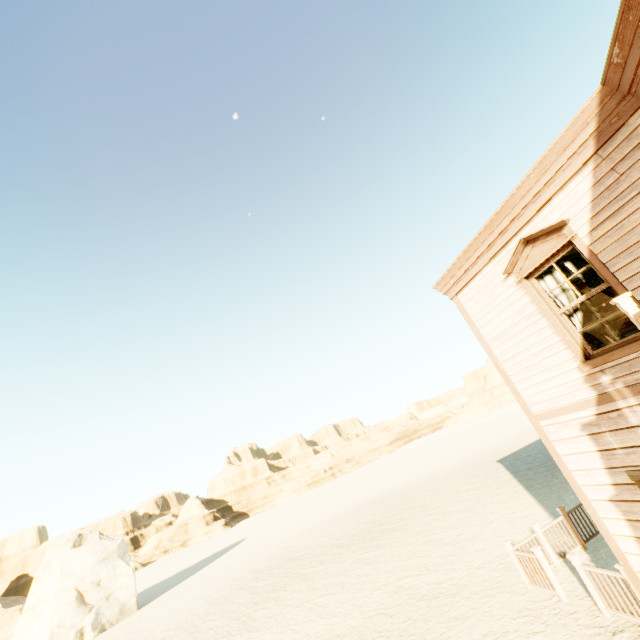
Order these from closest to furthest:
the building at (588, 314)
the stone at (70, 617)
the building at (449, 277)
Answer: the building at (449, 277) → the building at (588, 314) → the stone at (70, 617)

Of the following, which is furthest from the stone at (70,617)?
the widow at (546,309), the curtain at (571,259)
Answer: A: the curtain at (571,259)

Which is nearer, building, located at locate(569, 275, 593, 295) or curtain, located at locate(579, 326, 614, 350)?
curtain, located at locate(579, 326, 614, 350)

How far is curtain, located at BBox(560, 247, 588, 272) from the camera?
5.1 meters

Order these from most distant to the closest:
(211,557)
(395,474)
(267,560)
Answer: (395,474) < (211,557) < (267,560)

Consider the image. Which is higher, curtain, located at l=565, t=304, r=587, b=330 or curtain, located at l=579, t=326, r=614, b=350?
curtain, located at l=565, t=304, r=587, b=330

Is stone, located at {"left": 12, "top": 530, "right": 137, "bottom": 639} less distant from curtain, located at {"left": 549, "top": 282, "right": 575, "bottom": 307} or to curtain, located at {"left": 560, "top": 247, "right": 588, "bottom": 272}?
curtain, located at {"left": 549, "top": 282, "right": 575, "bottom": 307}
